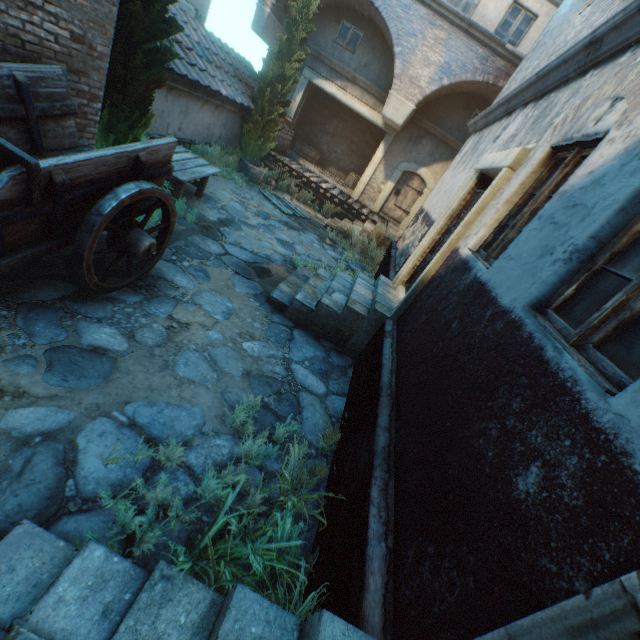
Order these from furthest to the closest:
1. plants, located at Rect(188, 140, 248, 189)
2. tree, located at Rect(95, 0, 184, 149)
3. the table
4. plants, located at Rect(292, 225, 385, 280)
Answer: plants, located at Rect(188, 140, 248, 189) < plants, located at Rect(292, 225, 385, 280) < the table < tree, located at Rect(95, 0, 184, 149)

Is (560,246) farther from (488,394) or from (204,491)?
(204,491)

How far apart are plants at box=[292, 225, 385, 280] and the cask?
8.0m

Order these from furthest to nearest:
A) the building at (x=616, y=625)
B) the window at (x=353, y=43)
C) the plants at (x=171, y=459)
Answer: the window at (x=353, y=43) → the plants at (x=171, y=459) → the building at (x=616, y=625)

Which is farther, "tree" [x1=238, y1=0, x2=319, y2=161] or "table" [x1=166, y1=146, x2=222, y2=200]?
"tree" [x1=238, y1=0, x2=319, y2=161]

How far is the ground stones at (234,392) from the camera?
3.5 meters

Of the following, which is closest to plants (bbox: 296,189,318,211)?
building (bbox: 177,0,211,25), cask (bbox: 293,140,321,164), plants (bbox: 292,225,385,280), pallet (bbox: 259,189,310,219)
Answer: pallet (bbox: 259,189,310,219)

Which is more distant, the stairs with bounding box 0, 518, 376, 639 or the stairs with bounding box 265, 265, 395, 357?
the stairs with bounding box 265, 265, 395, 357
